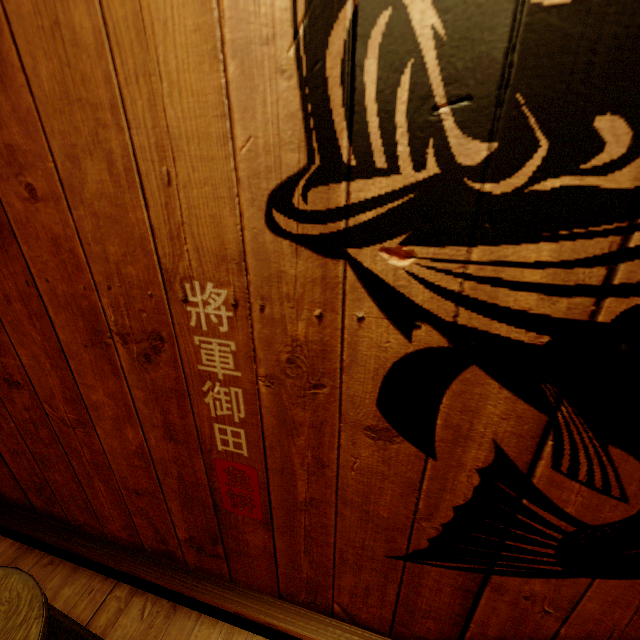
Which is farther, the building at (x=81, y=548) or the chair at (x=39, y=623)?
the chair at (x=39, y=623)

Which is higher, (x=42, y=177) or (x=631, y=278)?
(x=42, y=177)

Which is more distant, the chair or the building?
the chair
